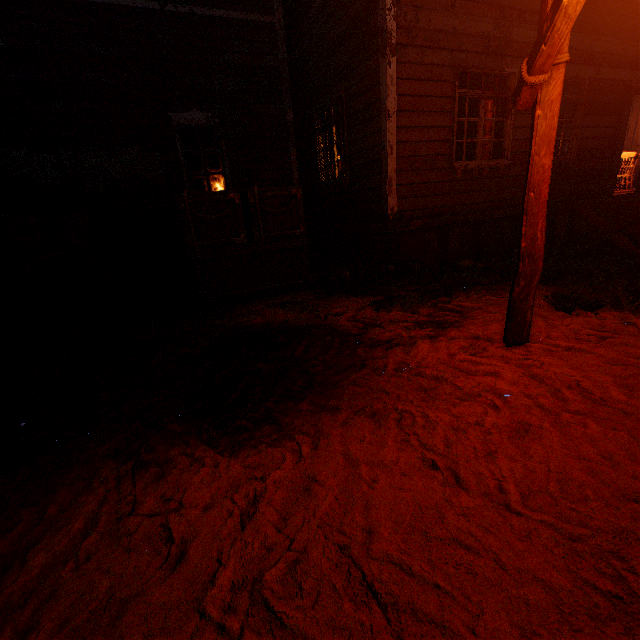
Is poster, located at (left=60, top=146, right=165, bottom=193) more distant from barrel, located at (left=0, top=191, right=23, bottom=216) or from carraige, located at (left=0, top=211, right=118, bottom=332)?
barrel, located at (left=0, top=191, right=23, bottom=216)

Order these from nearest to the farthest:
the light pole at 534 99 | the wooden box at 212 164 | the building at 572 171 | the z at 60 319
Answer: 1. the light pole at 534 99
2. the z at 60 319
3. the building at 572 171
4. the wooden box at 212 164

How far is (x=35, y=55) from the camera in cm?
530

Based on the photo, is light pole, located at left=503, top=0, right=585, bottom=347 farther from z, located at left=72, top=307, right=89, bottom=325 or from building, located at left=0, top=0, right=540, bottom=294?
Result: building, located at left=0, top=0, right=540, bottom=294

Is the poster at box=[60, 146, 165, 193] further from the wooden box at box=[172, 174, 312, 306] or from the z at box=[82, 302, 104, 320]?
the z at box=[82, 302, 104, 320]

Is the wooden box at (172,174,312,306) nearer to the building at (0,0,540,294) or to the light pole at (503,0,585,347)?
the building at (0,0,540,294)

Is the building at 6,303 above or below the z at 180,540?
above

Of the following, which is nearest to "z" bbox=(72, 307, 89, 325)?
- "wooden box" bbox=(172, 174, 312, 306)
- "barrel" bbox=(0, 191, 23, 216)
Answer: "wooden box" bbox=(172, 174, 312, 306)
